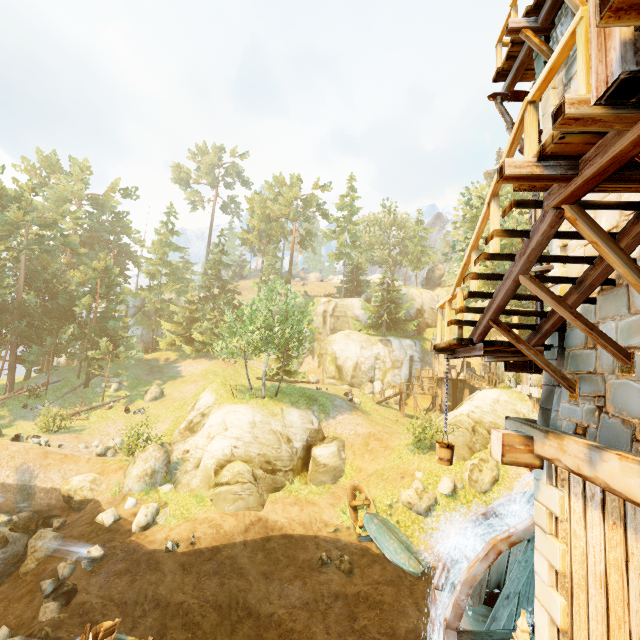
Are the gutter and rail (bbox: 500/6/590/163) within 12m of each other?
yes

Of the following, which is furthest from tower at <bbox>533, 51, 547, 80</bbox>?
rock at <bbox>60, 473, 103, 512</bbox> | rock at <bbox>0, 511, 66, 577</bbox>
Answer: rock at <bbox>60, 473, 103, 512</bbox>

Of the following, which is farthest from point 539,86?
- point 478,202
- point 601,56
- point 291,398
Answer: point 478,202

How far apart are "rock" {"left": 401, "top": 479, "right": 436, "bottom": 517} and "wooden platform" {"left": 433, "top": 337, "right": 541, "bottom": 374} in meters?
12.9

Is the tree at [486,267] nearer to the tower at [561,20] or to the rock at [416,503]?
the rock at [416,503]

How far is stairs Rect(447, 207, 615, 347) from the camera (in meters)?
3.72

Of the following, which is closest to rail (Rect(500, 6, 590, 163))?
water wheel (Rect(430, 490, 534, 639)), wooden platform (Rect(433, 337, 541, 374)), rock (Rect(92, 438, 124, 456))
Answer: wooden platform (Rect(433, 337, 541, 374))

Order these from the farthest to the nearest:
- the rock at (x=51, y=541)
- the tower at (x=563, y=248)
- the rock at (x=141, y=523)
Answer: the rock at (x=141, y=523) → the rock at (x=51, y=541) → the tower at (x=563, y=248)
